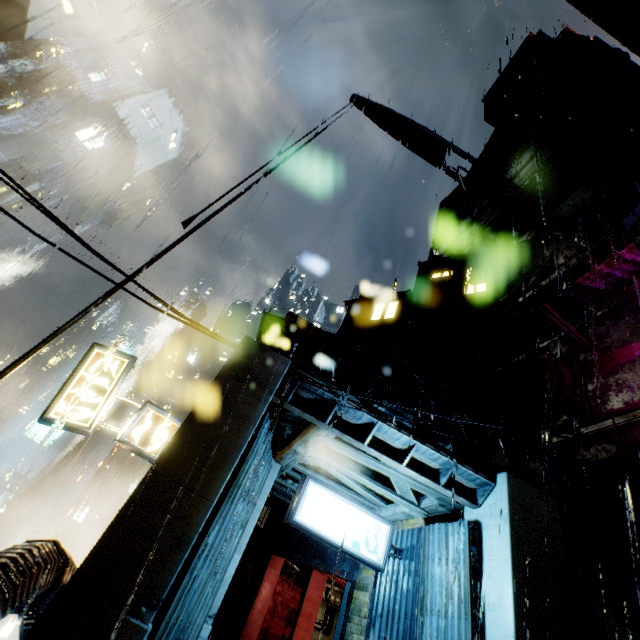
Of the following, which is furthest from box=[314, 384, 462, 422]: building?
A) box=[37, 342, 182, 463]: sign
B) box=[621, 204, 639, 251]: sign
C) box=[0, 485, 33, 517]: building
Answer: box=[0, 485, 33, 517]: building

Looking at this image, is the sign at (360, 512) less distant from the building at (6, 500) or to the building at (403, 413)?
the building at (403, 413)

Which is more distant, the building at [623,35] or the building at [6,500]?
the building at [6,500]

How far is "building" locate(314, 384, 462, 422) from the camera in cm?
734

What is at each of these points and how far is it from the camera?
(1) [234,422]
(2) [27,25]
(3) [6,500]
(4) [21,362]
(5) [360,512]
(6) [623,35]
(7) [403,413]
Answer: (1) building, 5.9 meters
(2) building, 16.8 meters
(3) building, 54.8 meters
(4) building, 5.9 meters
(5) sign, 8.2 meters
(6) building, 12.6 meters
(7) building, 10.9 meters

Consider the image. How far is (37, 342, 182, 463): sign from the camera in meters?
8.2

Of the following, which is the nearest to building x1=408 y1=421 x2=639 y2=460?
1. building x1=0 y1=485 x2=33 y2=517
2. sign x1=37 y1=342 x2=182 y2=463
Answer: sign x1=37 y1=342 x2=182 y2=463

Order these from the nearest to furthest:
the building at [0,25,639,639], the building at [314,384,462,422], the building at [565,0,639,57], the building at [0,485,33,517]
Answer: the building at [0,25,639,639]
the building at [314,384,462,422]
the building at [565,0,639,57]
the building at [0,485,33,517]
